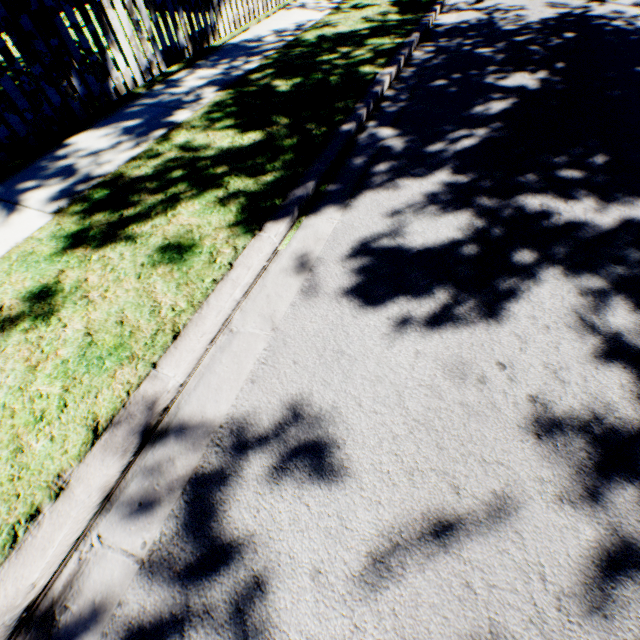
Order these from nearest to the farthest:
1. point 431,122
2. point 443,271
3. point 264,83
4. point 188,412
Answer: point 188,412, point 443,271, point 431,122, point 264,83
